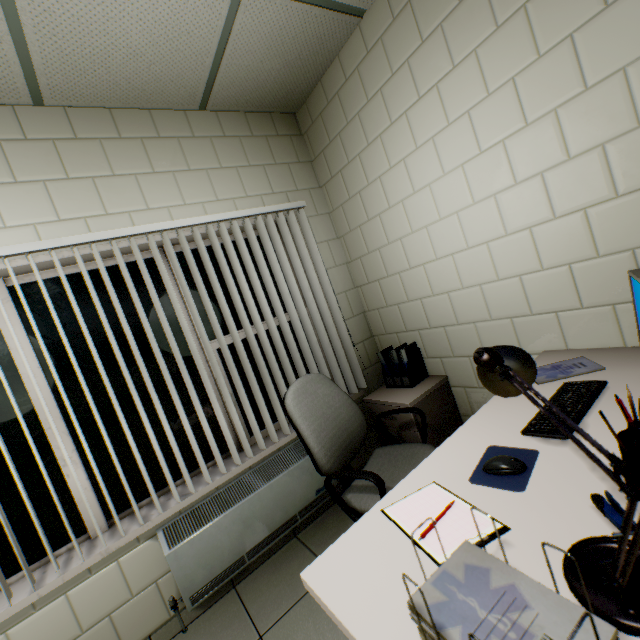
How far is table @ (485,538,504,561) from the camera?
0.8m

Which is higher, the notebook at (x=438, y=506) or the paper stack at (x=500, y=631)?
the paper stack at (x=500, y=631)

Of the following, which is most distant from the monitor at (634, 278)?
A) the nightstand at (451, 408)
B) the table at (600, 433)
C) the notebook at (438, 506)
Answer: the nightstand at (451, 408)

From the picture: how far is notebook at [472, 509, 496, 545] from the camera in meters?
0.9

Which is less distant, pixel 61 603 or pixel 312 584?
pixel 312 584

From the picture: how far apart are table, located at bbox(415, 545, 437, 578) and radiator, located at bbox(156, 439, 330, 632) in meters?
1.4

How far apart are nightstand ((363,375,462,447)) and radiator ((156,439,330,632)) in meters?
0.5

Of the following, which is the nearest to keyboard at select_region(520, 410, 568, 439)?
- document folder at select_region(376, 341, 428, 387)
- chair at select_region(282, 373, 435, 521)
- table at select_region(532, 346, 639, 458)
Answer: table at select_region(532, 346, 639, 458)
